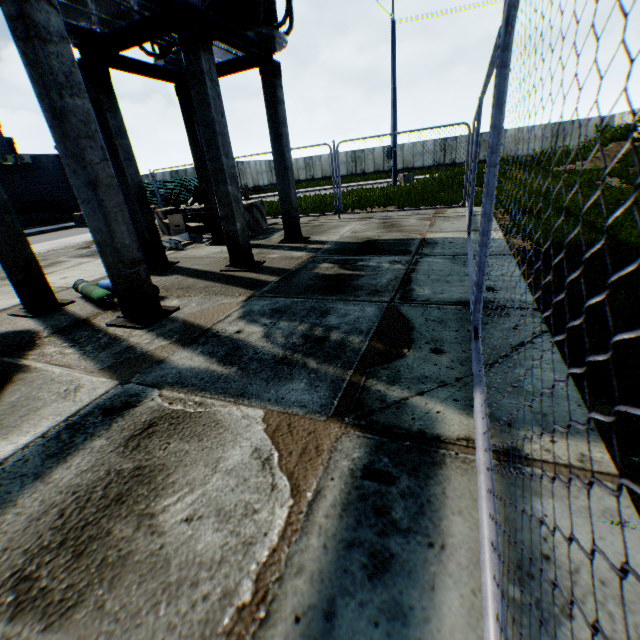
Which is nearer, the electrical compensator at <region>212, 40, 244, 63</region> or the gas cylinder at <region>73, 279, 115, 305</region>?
the gas cylinder at <region>73, 279, 115, 305</region>

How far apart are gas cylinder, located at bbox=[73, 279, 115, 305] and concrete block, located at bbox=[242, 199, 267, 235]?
3.88m

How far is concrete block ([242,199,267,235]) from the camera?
9.0m

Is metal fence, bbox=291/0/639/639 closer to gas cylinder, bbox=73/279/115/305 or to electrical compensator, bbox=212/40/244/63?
electrical compensator, bbox=212/40/244/63

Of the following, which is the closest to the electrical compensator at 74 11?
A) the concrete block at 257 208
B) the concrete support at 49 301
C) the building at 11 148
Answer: the concrete support at 49 301

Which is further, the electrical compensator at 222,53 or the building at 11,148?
the building at 11,148

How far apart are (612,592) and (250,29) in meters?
7.9

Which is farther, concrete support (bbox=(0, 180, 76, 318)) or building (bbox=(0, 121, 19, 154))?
building (bbox=(0, 121, 19, 154))
